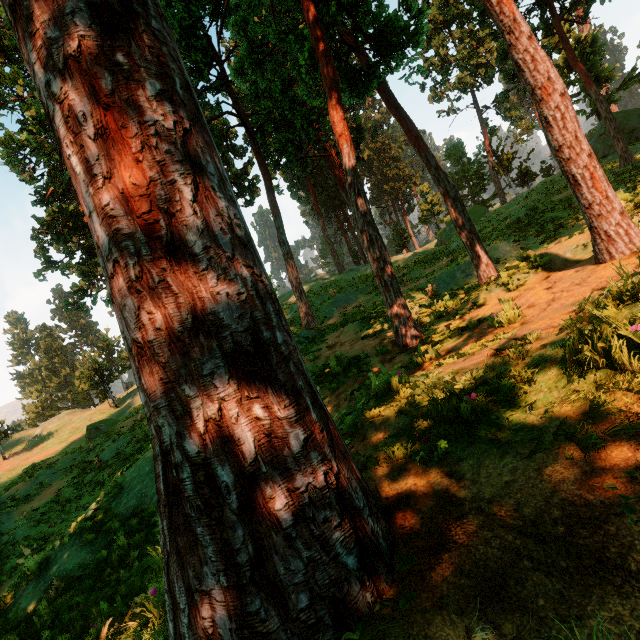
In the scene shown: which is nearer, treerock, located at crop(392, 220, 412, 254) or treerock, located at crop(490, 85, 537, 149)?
treerock, located at crop(490, 85, 537, 149)

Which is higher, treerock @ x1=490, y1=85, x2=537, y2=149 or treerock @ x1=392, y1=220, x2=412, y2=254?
treerock @ x1=490, y1=85, x2=537, y2=149

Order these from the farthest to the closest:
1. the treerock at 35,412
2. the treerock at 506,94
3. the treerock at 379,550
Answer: the treerock at 35,412 → the treerock at 506,94 → the treerock at 379,550

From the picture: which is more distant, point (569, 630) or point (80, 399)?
point (80, 399)

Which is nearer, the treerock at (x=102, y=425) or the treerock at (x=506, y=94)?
the treerock at (x=506, y=94)

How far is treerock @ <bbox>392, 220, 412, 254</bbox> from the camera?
50.0 meters
